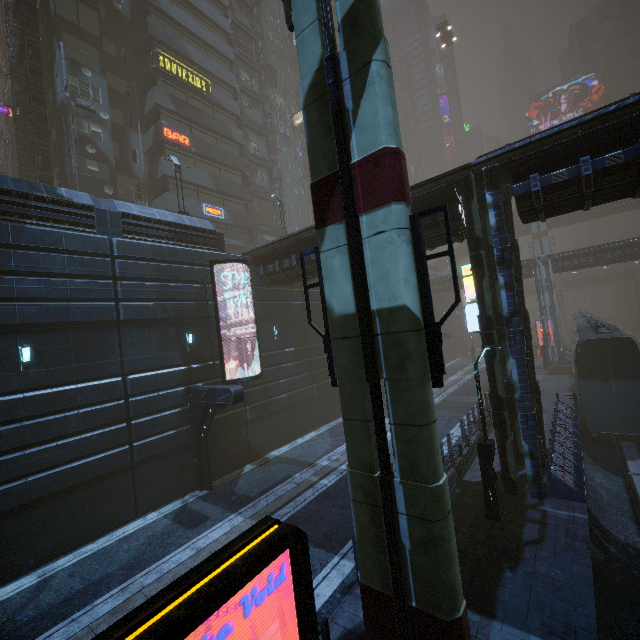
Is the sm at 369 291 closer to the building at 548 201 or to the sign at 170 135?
the building at 548 201

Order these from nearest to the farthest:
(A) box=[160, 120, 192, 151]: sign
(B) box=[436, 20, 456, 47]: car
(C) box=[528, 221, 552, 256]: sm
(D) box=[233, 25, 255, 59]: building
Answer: (A) box=[160, 120, 192, 151]: sign → (D) box=[233, 25, 255, 59]: building → (B) box=[436, 20, 456, 47]: car → (C) box=[528, 221, 552, 256]: sm

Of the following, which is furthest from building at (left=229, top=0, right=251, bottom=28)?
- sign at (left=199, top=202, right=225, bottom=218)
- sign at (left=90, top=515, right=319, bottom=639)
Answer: sign at (left=90, top=515, right=319, bottom=639)

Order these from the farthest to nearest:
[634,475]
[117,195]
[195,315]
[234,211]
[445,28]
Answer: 1. [445,28]
2. [234,211]
3. [117,195]
4. [195,315]
5. [634,475]

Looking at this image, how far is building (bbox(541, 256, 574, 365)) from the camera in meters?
34.8 m

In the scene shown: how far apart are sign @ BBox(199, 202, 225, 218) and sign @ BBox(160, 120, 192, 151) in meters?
4.4 m

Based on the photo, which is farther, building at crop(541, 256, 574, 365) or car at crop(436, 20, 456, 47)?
car at crop(436, 20, 456, 47)

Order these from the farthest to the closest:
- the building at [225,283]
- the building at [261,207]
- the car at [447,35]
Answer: the car at [447,35] < the building at [261,207] < the building at [225,283]
